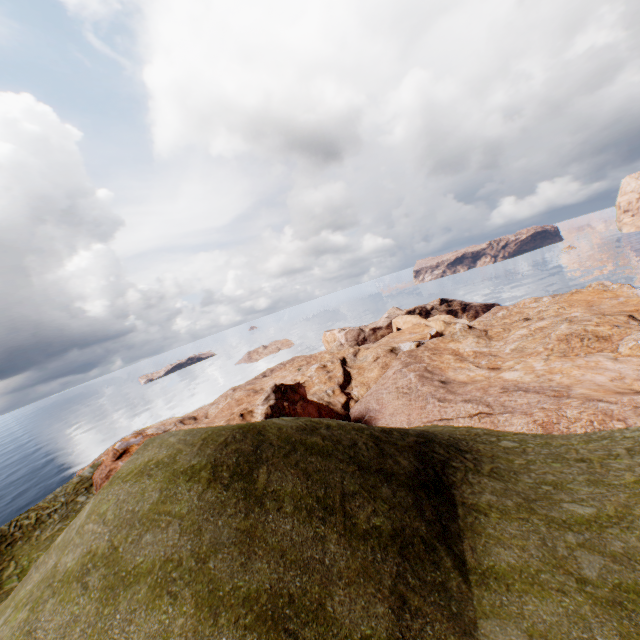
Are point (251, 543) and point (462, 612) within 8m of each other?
yes
